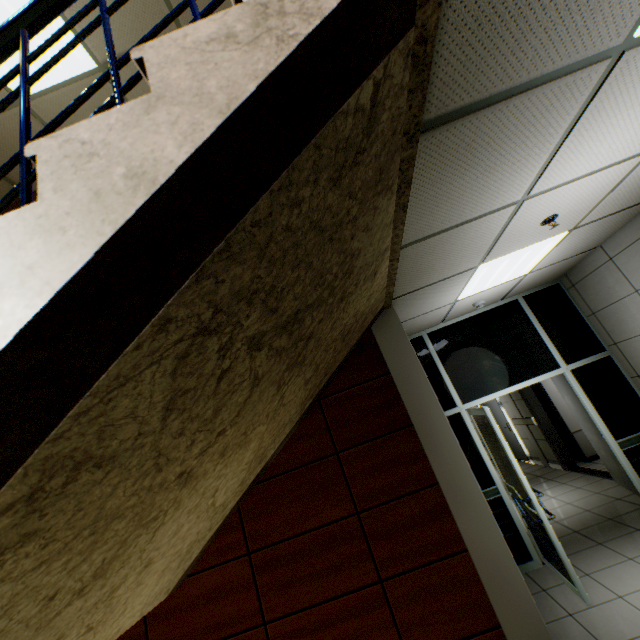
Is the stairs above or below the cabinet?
above

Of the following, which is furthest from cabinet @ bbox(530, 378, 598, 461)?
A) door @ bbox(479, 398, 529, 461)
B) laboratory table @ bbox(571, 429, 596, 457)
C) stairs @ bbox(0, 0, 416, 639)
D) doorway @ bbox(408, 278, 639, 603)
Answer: stairs @ bbox(0, 0, 416, 639)

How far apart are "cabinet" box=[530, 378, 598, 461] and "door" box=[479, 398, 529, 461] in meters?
1.4 m

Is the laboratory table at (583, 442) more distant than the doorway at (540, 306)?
Yes

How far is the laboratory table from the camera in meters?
6.9

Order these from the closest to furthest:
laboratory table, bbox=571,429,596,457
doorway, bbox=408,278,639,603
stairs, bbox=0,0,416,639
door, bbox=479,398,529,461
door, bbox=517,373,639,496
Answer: stairs, bbox=0,0,416,639
doorway, bbox=408,278,639,603
door, bbox=517,373,639,496
laboratory table, bbox=571,429,596,457
door, bbox=479,398,529,461

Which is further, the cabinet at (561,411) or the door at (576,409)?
the cabinet at (561,411)

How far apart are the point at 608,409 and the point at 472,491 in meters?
3.3
